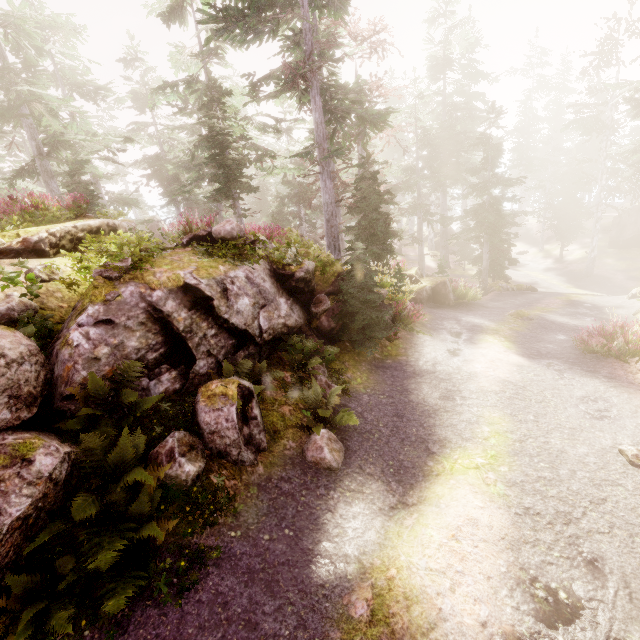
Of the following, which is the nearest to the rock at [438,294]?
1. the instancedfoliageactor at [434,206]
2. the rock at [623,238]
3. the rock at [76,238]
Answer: the instancedfoliageactor at [434,206]

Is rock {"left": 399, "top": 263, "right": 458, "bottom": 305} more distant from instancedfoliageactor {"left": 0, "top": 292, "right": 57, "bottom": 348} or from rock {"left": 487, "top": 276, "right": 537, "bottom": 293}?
rock {"left": 487, "top": 276, "right": 537, "bottom": 293}

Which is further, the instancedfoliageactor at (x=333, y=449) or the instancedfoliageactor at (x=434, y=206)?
the instancedfoliageactor at (x=434, y=206)

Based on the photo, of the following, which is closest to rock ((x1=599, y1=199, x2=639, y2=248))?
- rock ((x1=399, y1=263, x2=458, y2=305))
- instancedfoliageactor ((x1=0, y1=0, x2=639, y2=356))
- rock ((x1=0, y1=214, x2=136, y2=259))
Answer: instancedfoliageactor ((x1=0, y1=0, x2=639, y2=356))

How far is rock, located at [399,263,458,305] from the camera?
17.66m

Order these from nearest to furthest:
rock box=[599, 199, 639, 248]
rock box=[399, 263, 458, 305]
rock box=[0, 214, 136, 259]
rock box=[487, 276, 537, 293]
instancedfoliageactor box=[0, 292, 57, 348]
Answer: instancedfoliageactor box=[0, 292, 57, 348], rock box=[0, 214, 136, 259], rock box=[399, 263, 458, 305], rock box=[487, 276, 537, 293], rock box=[599, 199, 639, 248]

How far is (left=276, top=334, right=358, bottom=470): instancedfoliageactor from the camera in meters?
6.5 m

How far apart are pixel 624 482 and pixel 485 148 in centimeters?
2061cm
